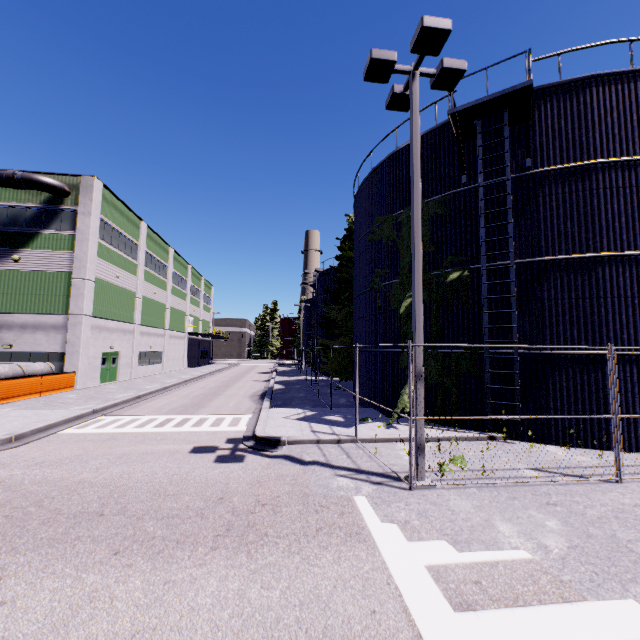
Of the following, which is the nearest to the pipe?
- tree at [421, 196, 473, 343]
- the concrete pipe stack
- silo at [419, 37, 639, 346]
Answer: tree at [421, 196, 473, 343]

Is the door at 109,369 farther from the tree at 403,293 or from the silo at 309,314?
the tree at 403,293

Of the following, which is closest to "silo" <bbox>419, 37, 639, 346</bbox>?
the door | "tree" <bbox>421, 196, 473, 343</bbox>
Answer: "tree" <bbox>421, 196, 473, 343</bbox>

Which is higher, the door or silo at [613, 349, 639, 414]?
silo at [613, 349, 639, 414]

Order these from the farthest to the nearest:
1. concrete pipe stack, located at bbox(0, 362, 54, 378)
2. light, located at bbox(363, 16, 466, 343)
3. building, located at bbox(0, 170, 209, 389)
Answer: building, located at bbox(0, 170, 209, 389)
concrete pipe stack, located at bbox(0, 362, 54, 378)
light, located at bbox(363, 16, 466, 343)

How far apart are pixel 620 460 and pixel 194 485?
9.7 meters

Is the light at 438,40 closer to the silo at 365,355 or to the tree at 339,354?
the tree at 339,354

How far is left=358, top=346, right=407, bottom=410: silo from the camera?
13.9 meters
